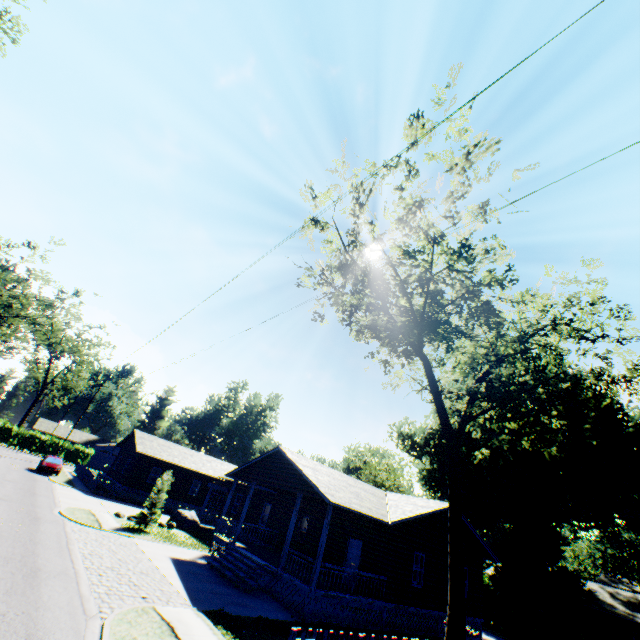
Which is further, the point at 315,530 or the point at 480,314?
the point at 315,530

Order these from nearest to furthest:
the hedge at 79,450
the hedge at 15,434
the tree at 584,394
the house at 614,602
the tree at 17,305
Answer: the tree at 584,394 → the house at 614,602 → the tree at 17,305 → the hedge at 15,434 → the hedge at 79,450

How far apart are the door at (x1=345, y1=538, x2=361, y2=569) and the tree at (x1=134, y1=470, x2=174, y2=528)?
12.80m

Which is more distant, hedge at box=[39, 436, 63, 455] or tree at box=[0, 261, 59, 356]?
hedge at box=[39, 436, 63, 455]

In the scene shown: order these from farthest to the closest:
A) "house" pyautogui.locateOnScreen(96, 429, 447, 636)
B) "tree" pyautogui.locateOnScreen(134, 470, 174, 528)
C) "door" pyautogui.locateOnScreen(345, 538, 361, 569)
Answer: "tree" pyautogui.locateOnScreen(134, 470, 174, 528) → "door" pyautogui.locateOnScreen(345, 538, 361, 569) → "house" pyautogui.locateOnScreen(96, 429, 447, 636)

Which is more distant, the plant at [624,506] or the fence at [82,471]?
the fence at [82,471]

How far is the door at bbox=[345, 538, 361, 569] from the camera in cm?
1830

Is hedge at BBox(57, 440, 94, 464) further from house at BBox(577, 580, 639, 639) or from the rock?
house at BBox(577, 580, 639, 639)
